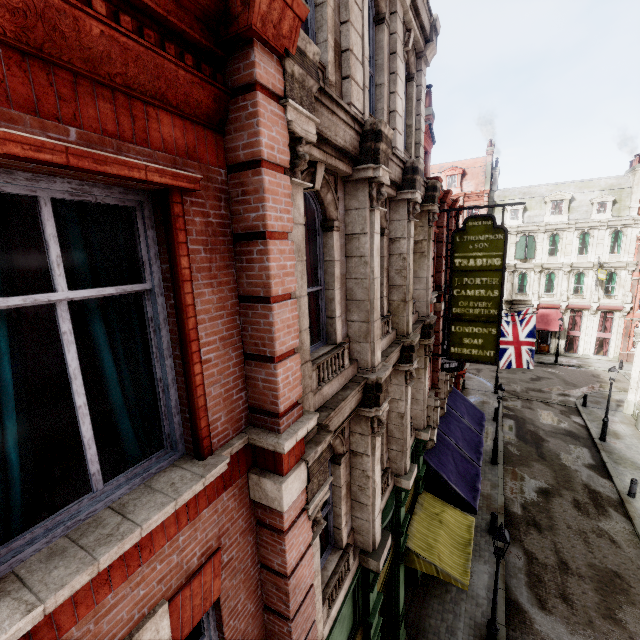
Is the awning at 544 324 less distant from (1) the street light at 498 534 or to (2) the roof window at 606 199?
(2) the roof window at 606 199

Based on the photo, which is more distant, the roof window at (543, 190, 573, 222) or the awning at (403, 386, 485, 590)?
the roof window at (543, 190, 573, 222)

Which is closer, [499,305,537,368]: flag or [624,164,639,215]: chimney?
[499,305,537,368]: flag

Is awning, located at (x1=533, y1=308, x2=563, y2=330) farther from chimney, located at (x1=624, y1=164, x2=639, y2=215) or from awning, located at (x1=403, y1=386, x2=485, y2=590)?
awning, located at (x1=403, y1=386, x2=485, y2=590)

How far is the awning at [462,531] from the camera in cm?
910

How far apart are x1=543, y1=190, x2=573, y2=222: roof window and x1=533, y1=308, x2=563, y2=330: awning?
9.05m

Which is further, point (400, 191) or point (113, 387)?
point (400, 191)

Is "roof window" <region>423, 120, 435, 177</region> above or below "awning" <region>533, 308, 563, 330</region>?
above
